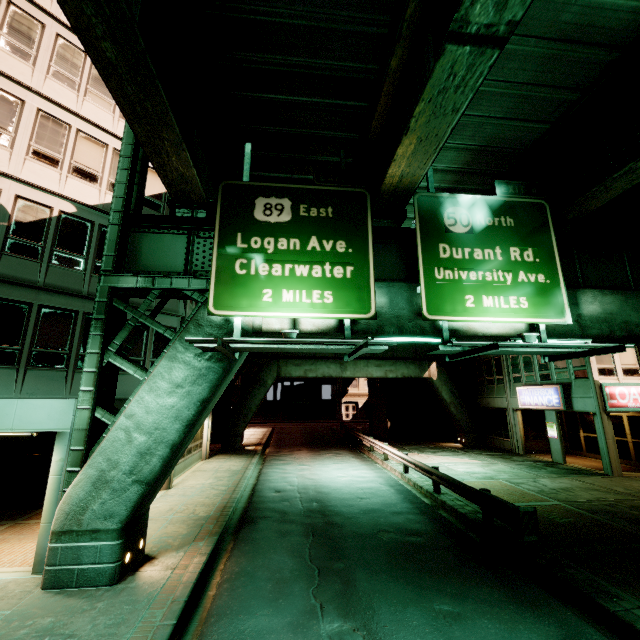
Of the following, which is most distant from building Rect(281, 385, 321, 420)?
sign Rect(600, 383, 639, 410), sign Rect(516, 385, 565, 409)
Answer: sign Rect(600, 383, 639, 410)

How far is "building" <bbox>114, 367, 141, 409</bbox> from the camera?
9.6m

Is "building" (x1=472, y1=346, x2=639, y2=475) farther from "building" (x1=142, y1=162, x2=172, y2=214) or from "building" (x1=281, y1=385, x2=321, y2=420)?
"building" (x1=281, y1=385, x2=321, y2=420)

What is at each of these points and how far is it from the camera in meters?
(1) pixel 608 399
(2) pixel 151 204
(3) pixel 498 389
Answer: (1) sign, 16.6
(2) building, 15.0
(3) building, 24.7

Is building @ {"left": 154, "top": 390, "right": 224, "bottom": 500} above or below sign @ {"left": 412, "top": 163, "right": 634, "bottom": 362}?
below

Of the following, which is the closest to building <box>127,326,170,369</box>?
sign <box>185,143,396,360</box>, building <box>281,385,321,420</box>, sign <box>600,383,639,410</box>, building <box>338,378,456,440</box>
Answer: sign <box>185,143,396,360</box>

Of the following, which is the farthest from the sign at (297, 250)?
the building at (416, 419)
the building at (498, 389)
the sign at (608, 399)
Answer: the building at (416, 419)

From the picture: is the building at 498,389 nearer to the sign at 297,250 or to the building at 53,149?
the sign at 297,250
